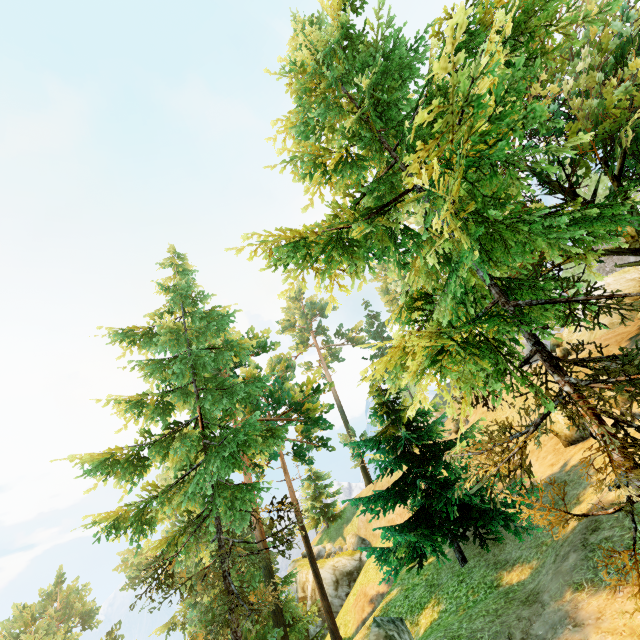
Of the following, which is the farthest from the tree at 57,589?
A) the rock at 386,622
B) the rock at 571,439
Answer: the rock at 386,622

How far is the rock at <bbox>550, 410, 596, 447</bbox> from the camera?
12.62m

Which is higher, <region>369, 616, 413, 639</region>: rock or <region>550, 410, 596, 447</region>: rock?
<region>550, 410, 596, 447</region>: rock

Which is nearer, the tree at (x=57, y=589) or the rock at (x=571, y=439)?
the rock at (x=571, y=439)

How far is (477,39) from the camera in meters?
17.2

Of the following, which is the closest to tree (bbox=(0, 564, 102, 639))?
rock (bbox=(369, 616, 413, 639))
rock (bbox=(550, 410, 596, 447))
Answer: rock (bbox=(550, 410, 596, 447))

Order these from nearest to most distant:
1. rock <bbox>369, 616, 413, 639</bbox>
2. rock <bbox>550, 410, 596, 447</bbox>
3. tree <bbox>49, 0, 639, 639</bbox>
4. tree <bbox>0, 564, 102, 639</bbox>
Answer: tree <bbox>49, 0, 639, 639</bbox>, rock <bbox>369, 616, 413, 639</bbox>, rock <bbox>550, 410, 596, 447</bbox>, tree <bbox>0, 564, 102, 639</bbox>

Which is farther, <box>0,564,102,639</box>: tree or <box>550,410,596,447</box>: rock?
<box>0,564,102,639</box>: tree
